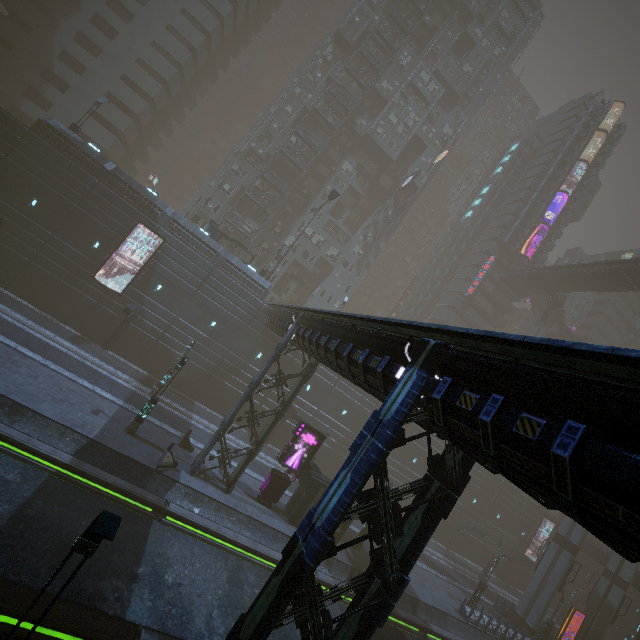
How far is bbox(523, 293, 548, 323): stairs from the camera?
54.9 meters

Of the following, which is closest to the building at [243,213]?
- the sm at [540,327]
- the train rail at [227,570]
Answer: the train rail at [227,570]

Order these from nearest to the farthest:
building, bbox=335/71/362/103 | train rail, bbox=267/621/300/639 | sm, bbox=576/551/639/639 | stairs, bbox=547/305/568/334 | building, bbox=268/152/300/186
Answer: train rail, bbox=267/621/300/639
sm, bbox=576/551/639/639
building, bbox=268/152/300/186
building, bbox=335/71/362/103
stairs, bbox=547/305/568/334

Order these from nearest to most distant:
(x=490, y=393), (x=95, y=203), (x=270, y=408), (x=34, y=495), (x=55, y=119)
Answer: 1. (x=490, y=393)
2. (x=34, y=495)
3. (x=55, y=119)
4. (x=95, y=203)
5. (x=270, y=408)

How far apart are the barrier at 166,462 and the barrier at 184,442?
2.7 meters

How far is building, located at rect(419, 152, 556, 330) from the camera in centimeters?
5578cm

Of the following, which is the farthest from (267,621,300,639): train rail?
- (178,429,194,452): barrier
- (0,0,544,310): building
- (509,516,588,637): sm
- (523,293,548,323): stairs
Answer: (523,293,548,323): stairs

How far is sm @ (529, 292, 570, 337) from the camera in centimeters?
4988cm
